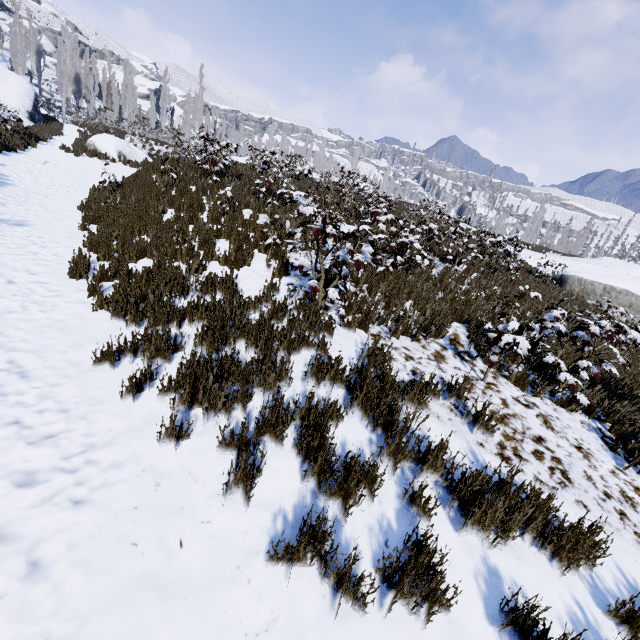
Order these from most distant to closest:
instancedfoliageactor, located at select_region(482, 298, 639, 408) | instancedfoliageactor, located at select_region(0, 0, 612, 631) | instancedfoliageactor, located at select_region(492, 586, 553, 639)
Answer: instancedfoliageactor, located at select_region(482, 298, 639, 408)
instancedfoliageactor, located at select_region(0, 0, 612, 631)
instancedfoliageactor, located at select_region(492, 586, 553, 639)

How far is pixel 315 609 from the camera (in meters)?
2.07

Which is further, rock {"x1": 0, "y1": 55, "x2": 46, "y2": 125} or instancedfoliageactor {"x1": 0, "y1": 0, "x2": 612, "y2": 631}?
rock {"x1": 0, "y1": 55, "x2": 46, "y2": 125}

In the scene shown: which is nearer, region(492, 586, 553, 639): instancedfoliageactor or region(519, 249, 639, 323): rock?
region(492, 586, 553, 639): instancedfoliageactor

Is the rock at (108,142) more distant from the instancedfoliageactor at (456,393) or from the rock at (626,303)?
the rock at (626,303)

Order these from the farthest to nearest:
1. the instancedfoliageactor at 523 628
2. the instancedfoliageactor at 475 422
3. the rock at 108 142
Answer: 1. the rock at 108 142
2. the instancedfoliageactor at 475 422
3. the instancedfoliageactor at 523 628

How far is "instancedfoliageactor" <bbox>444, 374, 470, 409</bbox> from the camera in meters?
4.0
